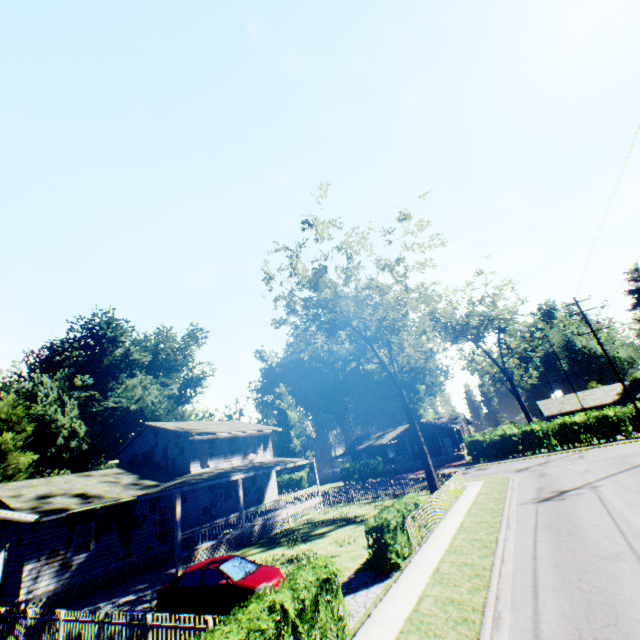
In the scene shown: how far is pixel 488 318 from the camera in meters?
48.3 m

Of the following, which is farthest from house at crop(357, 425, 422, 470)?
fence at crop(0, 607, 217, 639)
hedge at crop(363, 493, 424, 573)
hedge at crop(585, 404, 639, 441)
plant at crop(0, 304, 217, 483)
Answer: fence at crop(0, 607, 217, 639)

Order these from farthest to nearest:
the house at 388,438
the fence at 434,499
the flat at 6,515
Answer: the house at 388,438, the fence at 434,499, the flat at 6,515

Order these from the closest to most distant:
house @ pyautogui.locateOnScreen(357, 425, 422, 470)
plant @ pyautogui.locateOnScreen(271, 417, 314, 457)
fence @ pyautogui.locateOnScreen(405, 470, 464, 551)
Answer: fence @ pyautogui.locateOnScreen(405, 470, 464, 551)
house @ pyautogui.locateOnScreen(357, 425, 422, 470)
plant @ pyautogui.locateOnScreen(271, 417, 314, 457)

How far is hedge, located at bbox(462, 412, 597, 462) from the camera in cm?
3497

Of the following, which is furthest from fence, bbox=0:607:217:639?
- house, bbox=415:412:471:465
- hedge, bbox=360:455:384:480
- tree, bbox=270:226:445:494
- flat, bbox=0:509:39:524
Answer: house, bbox=415:412:471:465

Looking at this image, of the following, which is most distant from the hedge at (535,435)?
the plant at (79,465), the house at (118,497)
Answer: the plant at (79,465)

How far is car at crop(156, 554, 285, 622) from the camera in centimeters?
1088cm
